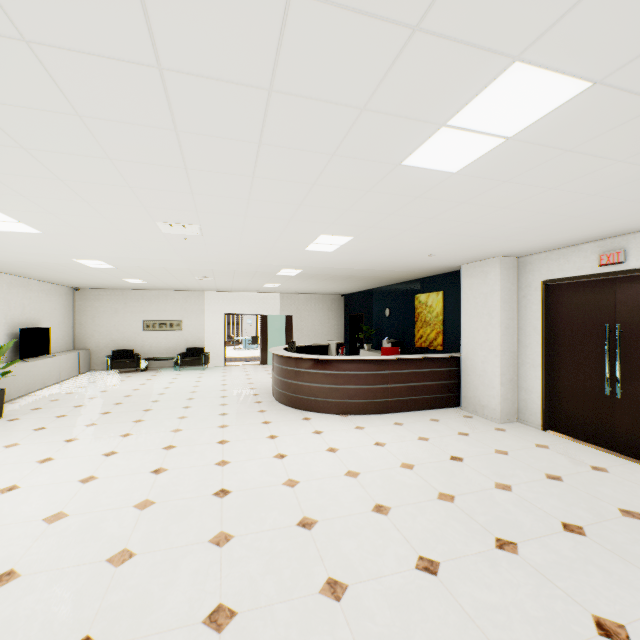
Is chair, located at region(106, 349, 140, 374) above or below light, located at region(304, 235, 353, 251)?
below

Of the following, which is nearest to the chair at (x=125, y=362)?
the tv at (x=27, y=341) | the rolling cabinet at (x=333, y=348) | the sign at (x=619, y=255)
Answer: the tv at (x=27, y=341)

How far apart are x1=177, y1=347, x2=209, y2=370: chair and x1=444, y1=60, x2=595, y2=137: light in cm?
1097

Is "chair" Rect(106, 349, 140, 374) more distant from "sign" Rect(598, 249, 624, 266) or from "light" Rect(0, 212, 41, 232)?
"sign" Rect(598, 249, 624, 266)

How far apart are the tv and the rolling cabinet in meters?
7.9 m

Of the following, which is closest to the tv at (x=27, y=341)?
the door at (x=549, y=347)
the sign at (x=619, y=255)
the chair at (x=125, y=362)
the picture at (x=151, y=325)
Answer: the chair at (x=125, y=362)

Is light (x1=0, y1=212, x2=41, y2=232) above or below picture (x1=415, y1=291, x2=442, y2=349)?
above

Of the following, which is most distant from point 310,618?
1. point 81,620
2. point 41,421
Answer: point 41,421
